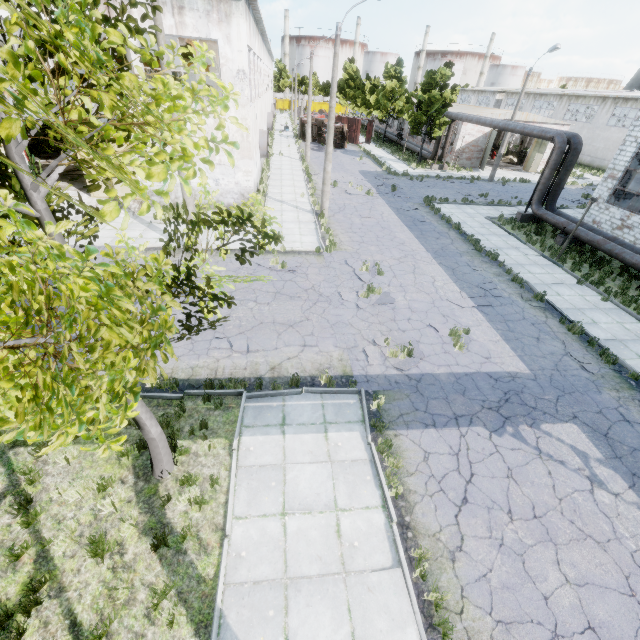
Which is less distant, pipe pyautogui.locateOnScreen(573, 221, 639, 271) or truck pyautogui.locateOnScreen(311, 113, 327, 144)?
pipe pyautogui.locateOnScreen(573, 221, 639, 271)

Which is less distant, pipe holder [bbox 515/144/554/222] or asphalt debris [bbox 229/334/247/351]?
asphalt debris [bbox 229/334/247/351]

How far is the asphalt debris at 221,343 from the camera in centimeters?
970cm

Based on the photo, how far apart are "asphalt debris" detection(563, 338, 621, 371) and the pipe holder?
13.67m

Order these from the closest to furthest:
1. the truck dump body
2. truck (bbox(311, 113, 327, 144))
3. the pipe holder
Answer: the pipe holder < truck (bbox(311, 113, 327, 144)) < the truck dump body

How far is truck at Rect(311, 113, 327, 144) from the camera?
42.1m

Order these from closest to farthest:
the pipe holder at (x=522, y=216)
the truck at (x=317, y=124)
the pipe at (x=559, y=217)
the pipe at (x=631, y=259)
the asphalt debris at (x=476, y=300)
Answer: the asphalt debris at (x=476, y=300), the pipe at (x=631, y=259), the pipe at (x=559, y=217), the pipe holder at (x=522, y=216), the truck at (x=317, y=124)

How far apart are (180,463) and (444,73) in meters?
38.4 m
